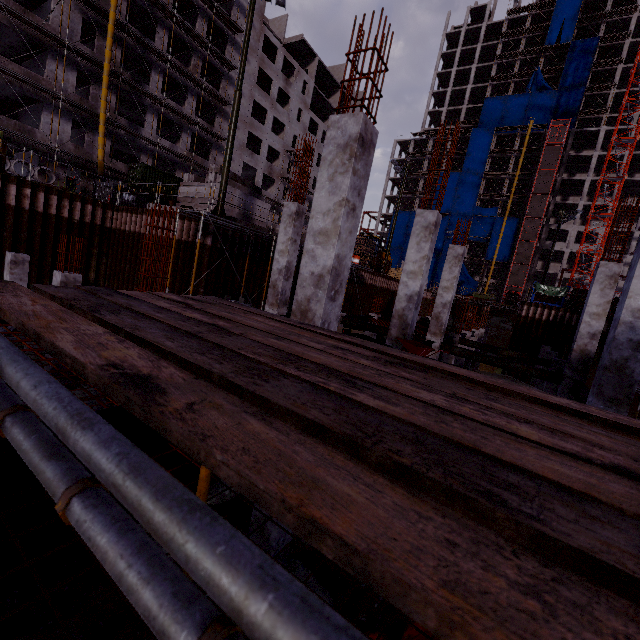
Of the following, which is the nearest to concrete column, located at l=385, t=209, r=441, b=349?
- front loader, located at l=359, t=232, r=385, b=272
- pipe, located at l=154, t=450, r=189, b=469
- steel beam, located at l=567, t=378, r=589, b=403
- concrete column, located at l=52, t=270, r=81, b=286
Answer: pipe, located at l=154, t=450, r=189, b=469

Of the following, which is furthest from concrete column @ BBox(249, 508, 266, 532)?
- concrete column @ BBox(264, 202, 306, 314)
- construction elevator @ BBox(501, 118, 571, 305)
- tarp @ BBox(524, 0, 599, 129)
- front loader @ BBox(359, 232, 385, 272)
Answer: tarp @ BBox(524, 0, 599, 129)

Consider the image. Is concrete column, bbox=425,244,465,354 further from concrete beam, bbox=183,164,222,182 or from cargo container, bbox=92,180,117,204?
cargo container, bbox=92,180,117,204

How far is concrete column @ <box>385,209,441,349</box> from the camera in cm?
914

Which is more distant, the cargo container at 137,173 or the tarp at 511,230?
the tarp at 511,230

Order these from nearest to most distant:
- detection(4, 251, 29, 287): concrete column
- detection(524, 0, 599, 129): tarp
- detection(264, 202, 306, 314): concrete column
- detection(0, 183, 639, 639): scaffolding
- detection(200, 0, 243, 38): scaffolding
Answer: detection(0, 183, 639, 639): scaffolding → detection(264, 202, 306, 314): concrete column → detection(4, 251, 29, 287): concrete column → detection(200, 0, 243, 38): scaffolding → detection(524, 0, 599, 129): tarp

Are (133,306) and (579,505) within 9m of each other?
yes

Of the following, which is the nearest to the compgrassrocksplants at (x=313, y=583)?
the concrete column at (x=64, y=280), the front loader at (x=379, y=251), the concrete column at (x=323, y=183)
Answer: the concrete column at (x=323, y=183)
